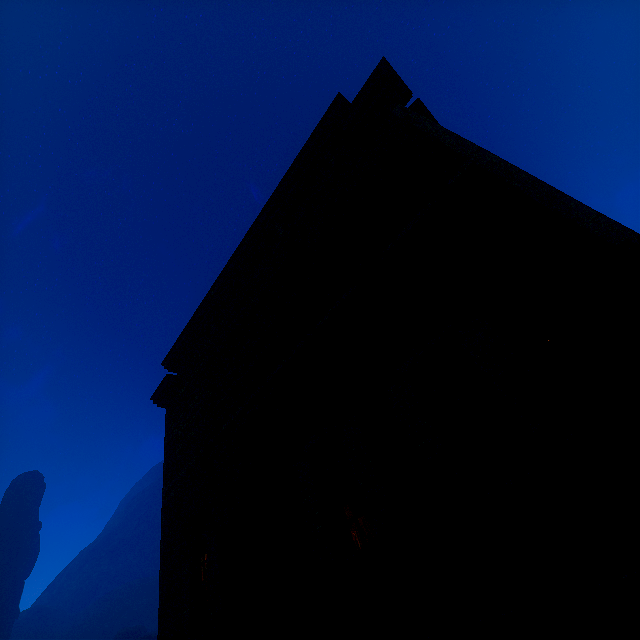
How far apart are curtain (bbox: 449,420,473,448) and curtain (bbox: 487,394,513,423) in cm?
37

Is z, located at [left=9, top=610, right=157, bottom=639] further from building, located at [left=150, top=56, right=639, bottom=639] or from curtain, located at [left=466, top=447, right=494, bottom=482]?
curtain, located at [left=466, top=447, right=494, bottom=482]

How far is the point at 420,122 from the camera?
5.0m

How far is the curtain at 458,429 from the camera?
3.4m

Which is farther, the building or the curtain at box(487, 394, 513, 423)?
the curtain at box(487, 394, 513, 423)

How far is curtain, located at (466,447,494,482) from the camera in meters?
3.1

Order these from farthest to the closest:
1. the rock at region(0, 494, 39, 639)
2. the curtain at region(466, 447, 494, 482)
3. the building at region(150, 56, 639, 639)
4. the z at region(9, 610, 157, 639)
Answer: the z at region(9, 610, 157, 639) < the rock at region(0, 494, 39, 639) < the curtain at region(466, 447, 494, 482) < the building at region(150, 56, 639, 639)

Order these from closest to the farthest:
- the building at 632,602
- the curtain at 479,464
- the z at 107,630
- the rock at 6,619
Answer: the building at 632,602, the curtain at 479,464, the rock at 6,619, the z at 107,630
